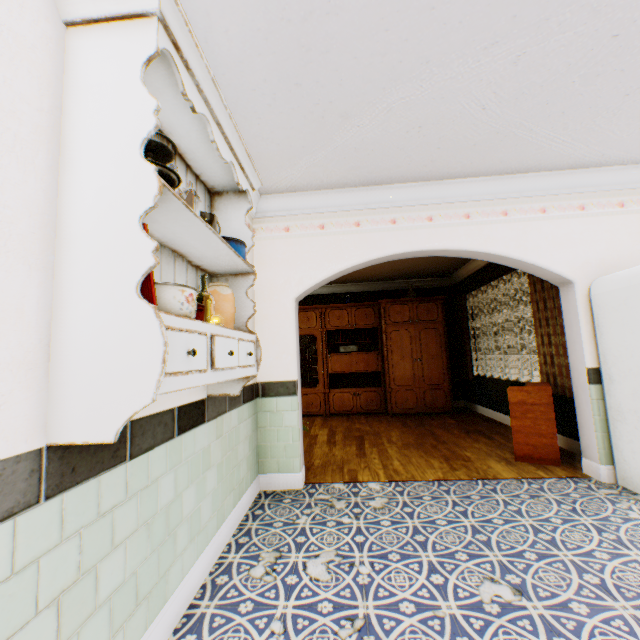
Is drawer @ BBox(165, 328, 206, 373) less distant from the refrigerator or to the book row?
the refrigerator

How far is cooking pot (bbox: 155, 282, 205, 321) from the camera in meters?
1.2

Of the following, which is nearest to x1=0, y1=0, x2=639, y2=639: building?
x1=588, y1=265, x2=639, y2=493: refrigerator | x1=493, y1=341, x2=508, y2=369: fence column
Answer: x1=588, y1=265, x2=639, y2=493: refrigerator

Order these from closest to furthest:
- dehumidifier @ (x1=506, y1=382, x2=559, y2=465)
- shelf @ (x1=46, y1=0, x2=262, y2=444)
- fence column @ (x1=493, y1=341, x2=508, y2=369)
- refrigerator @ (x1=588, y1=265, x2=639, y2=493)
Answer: shelf @ (x1=46, y1=0, x2=262, y2=444), refrigerator @ (x1=588, y1=265, x2=639, y2=493), dehumidifier @ (x1=506, y1=382, x2=559, y2=465), fence column @ (x1=493, y1=341, x2=508, y2=369)

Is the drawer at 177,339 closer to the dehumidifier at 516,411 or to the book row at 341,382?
the dehumidifier at 516,411

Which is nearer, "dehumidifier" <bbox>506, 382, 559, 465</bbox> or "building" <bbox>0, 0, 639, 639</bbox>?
"building" <bbox>0, 0, 639, 639</bbox>

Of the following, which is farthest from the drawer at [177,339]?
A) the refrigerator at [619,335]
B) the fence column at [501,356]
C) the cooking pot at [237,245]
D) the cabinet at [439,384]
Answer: the fence column at [501,356]

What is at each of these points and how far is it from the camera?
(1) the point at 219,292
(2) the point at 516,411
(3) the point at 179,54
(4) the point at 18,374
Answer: (1) jar, 2.01m
(2) dehumidifier, 3.90m
(3) shelf, 1.32m
(4) building, 0.94m
